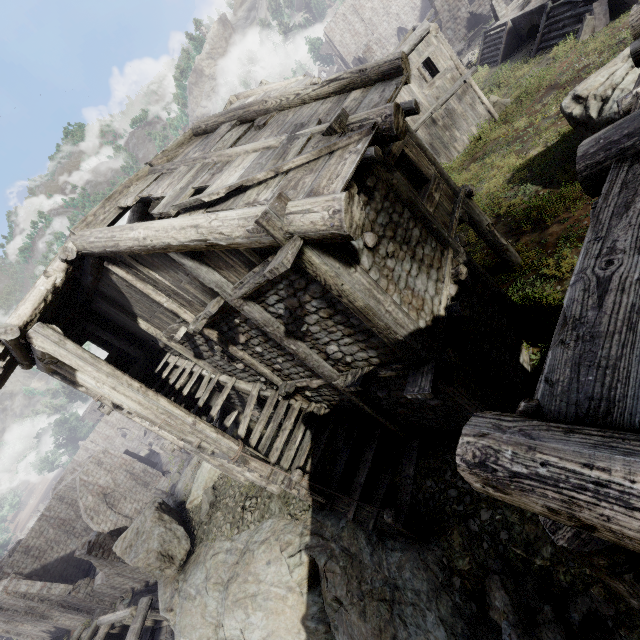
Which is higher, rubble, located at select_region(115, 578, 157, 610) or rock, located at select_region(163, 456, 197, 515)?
rock, located at select_region(163, 456, 197, 515)

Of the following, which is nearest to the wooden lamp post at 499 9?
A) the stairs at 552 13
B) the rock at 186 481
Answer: the stairs at 552 13

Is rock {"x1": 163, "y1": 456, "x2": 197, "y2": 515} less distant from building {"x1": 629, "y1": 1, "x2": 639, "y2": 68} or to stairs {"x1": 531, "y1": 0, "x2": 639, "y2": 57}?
building {"x1": 629, "y1": 1, "x2": 639, "y2": 68}

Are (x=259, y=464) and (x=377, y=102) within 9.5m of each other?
yes

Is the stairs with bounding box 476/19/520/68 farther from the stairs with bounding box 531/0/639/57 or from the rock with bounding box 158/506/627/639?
the rock with bounding box 158/506/627/639

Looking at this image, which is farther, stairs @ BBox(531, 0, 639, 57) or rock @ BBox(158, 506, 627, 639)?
stairs @ BBox(531, 0, 639, 57)

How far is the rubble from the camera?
22.59m

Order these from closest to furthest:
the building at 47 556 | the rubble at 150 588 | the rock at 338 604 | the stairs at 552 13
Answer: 1. the building at 47 556
2. the rock at 338 604
3. the stairs at 552 13
4. the rubble at 150 588
